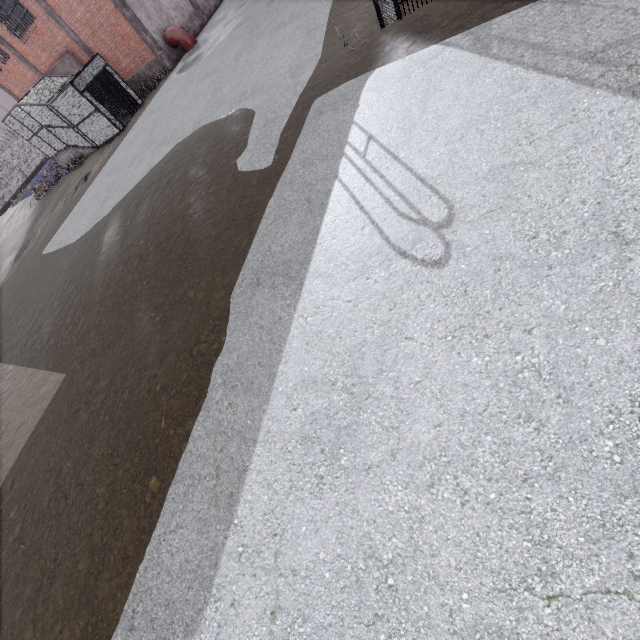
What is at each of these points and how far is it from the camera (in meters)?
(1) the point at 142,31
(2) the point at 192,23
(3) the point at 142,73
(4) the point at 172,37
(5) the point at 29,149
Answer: (1) column, 20.05
(2) foundation, 23.12
(3) foundation, 22.52
(4) pipe, 21.03
(5) fence, 36.34

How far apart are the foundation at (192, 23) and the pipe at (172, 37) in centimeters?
5cm

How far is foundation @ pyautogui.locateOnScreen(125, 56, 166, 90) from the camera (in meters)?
21.69

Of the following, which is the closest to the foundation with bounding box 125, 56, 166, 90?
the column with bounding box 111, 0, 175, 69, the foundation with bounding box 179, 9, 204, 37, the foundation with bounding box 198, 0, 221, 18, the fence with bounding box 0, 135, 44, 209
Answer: the column with bounding box 111, 0, 175, 69

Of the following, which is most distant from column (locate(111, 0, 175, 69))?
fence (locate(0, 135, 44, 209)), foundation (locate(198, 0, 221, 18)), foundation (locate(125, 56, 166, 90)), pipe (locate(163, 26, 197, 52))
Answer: fence (locate(0, 135, 44, 209))

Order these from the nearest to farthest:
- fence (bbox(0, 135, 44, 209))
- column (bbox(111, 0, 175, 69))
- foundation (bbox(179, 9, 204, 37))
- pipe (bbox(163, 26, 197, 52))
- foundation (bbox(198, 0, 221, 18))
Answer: column (bbox(111, 0, 175, 69))
pipe (bbox(163, 26, 197, 52))
foundation (bbox(179, 9, 204, 37))
foundation (bbox(198, 0, 221, 18))
fence (bbox(0, 135, 44, 209))

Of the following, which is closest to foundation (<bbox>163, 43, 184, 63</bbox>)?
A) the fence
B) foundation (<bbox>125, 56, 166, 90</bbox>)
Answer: foundation (<bbox>125, 56, 166, 90</bbox>)
